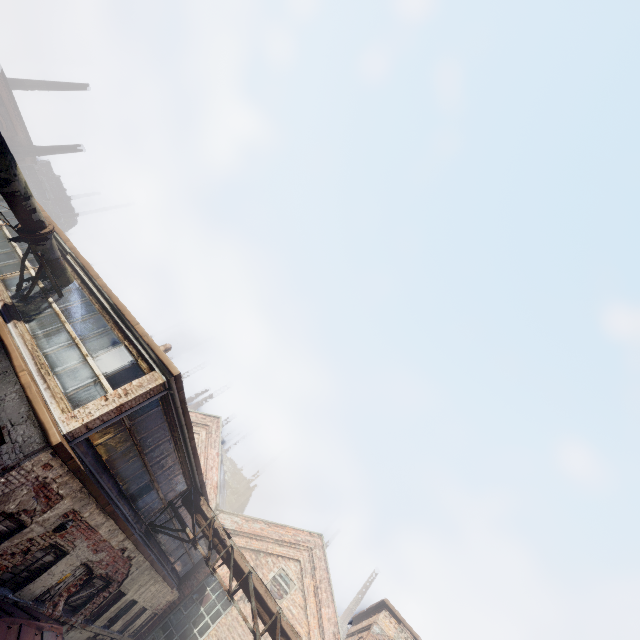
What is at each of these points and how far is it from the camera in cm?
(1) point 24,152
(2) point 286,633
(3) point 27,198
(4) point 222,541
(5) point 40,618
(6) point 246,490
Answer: (1) building, 3434
(2) pipe, 955
(3) pipe, 785
(4) pipe, 1098
(5) trash container, 740
(6) building, 5556

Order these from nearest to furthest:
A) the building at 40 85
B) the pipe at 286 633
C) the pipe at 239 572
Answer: the pipe at 286 633
the pipe at 239 572
the building at 40 85

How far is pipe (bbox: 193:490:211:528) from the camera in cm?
1136

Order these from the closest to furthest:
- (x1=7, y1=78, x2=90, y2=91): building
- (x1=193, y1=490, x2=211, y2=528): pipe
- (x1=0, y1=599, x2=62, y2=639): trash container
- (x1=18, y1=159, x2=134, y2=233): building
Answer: (x1=0, y1=599, x2=62, y2=639): trash container < (x1=193, y1=490, x2=211, y2=528): pipe < (x1=7, y1=78, x2=90, y2=91): building < (x1=18, y1=159, x2=134, y2=233): building

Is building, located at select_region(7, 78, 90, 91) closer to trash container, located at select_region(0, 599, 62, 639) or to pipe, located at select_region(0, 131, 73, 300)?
pipe, located at select_region(0, 131, 73, 300)

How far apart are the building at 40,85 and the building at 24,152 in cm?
767

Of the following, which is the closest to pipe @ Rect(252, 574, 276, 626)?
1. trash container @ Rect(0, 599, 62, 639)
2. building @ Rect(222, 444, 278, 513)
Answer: trash container @ Rect(0, 599, 62, 639)

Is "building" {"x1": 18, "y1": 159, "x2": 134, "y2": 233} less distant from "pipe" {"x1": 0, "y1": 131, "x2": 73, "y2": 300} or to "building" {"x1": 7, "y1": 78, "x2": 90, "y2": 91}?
"building" {"x1": 7, "y1": 78, "x2": 90, "y2": 91}
